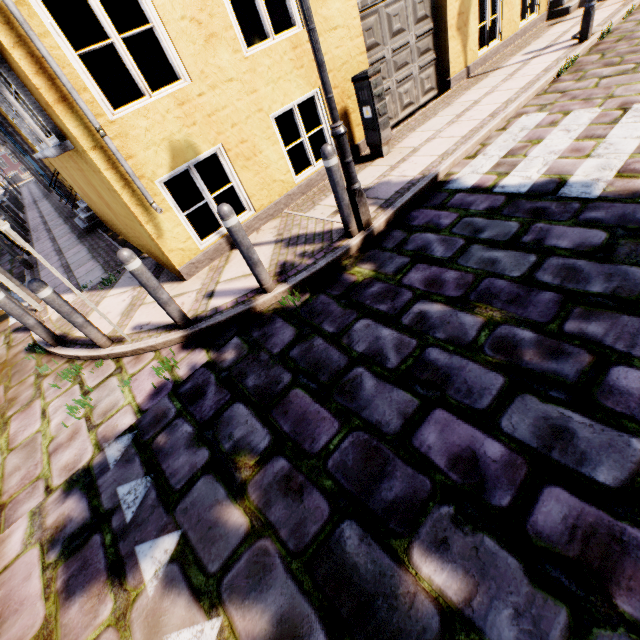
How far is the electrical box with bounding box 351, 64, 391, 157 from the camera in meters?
5.0 m

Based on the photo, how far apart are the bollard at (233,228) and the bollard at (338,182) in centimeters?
113cm

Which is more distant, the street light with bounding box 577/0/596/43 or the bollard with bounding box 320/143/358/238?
the street light with bounding box 577/0/596/43

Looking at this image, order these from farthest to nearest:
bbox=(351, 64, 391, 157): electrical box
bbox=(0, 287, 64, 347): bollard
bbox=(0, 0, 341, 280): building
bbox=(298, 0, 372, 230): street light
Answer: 1. bbox=(351, 64, 391, 157): electrical box
2. bbox=(0, 287, 64, 347): bollard
3. bbox=(0, 0, 341, 280): building
4. bbox=(298, 0, 372, 230): street light

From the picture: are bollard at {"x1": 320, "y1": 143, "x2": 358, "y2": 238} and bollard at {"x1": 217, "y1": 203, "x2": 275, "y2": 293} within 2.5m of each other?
yes

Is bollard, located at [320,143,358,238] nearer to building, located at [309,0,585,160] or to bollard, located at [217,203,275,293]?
bollard, located at [217,203,275,293]

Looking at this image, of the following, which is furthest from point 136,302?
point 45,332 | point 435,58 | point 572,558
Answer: point 435,58

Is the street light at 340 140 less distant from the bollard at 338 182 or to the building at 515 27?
the bollard at 338 182
